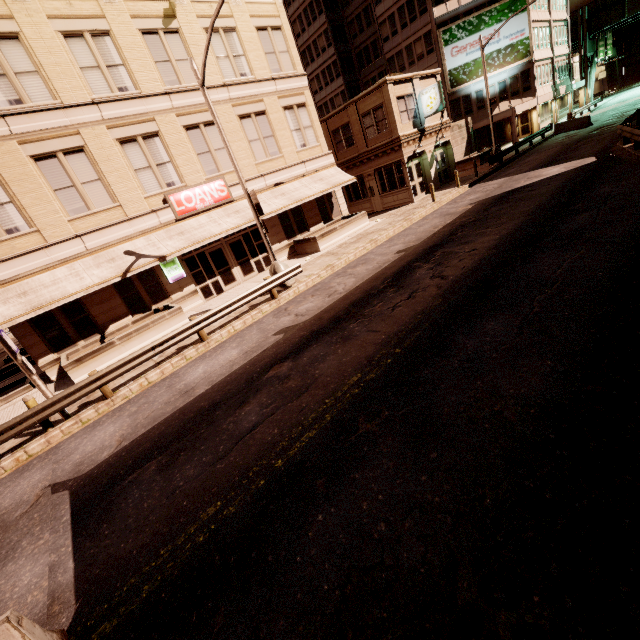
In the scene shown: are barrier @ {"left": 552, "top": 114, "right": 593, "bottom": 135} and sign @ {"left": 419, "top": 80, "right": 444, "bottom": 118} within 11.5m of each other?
no

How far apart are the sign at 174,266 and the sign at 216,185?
1.8 meters

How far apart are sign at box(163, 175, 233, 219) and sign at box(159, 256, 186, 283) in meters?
1.8

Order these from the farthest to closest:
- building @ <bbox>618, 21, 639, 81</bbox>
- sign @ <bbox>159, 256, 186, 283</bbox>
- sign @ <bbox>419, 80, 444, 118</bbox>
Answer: building @ <bbox>618, 21, 639, 81</bbox>, sign @ <bbox>419, 80, 444, 118</bbox>, sign @ <bbox>159, 256, 186, 283</bbox>

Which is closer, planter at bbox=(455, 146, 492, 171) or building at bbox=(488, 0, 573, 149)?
planter at bbox=(455, 146, 492, 171)

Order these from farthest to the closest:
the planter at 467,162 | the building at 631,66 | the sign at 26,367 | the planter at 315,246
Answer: the building at 631,66 < the planter at 467,162 < the planter at 315,246 < the sign at 26,367

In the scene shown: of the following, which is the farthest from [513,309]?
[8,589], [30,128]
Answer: [30,128]

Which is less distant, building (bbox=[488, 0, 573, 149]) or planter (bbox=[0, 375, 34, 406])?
planter (bbox=[0, 375, 34, 406])
